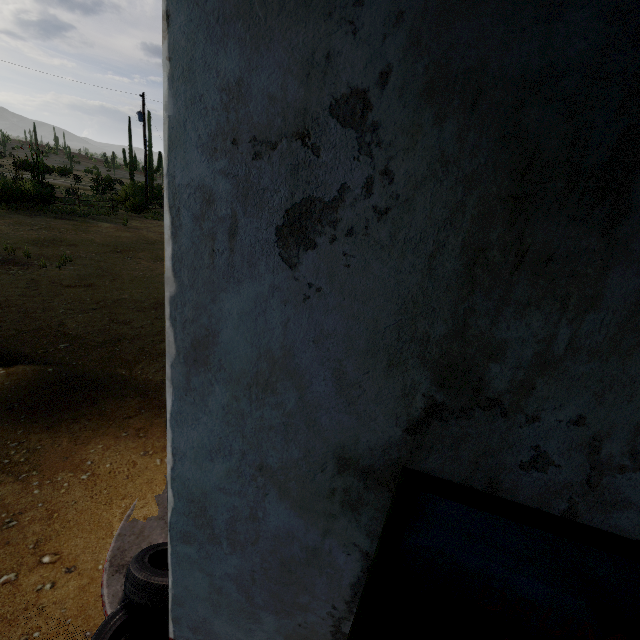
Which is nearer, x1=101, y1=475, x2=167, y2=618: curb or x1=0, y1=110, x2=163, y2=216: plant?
x1=101, y1=475, x2=167, y2=618: curb

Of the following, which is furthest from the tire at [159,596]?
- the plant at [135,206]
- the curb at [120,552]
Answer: the plant at [135,206]

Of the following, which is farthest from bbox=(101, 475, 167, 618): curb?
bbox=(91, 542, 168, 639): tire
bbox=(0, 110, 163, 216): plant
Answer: bbox=(0, 110, 163, 216): plant

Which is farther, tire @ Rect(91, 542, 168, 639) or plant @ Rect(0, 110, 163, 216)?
plant @ Rect(0, 110, 163, 216)

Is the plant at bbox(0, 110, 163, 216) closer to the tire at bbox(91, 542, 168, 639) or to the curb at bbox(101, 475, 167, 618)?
the curb at bbox(101, 475, 167, 618)

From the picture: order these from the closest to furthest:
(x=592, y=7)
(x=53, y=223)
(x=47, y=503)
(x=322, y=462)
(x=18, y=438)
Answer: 1. (x=592, y=7)
2. (x=322, y=462)
3. (x=47, y=503)
4. (x=18, y=438)
5. (x=53, y=223)
